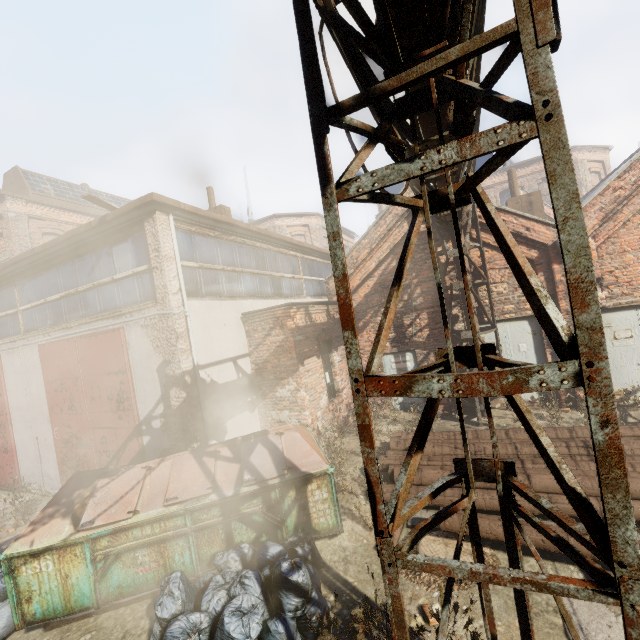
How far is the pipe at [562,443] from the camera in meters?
4.8 m

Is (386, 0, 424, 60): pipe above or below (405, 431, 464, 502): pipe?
above

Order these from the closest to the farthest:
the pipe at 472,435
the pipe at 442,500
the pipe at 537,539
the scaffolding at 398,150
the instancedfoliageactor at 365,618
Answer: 1. the scaffolding at 398,150
2. the instancedfoliageactor at 365,618
3. the pipe at 537,539
4. the pipe at 442,500
5. the pipe at 472,435

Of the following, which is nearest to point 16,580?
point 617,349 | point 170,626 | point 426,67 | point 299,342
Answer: point 170,626

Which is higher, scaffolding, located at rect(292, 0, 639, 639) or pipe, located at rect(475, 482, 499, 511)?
scaffolding, located at rect(292, 0, 639, 639)

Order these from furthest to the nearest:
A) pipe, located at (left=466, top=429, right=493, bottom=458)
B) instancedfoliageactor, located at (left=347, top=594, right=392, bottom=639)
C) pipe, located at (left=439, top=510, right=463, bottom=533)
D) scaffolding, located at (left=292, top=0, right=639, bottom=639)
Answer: pipe, located at (left=466, top=429, right=493, bottom=458) < pipe, located at (left=439, top=510, right=463, bottom=533) < instancedfoliageactor, located at (left=347, top=594, right=392, bottom=639) < scaffolding, located at (left=292, top=0, right=639, bottom=639)

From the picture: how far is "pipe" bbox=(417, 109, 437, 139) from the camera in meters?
3.7

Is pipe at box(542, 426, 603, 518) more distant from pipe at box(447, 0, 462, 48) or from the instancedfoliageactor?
pipe at box(447, 0, 462, 48)
